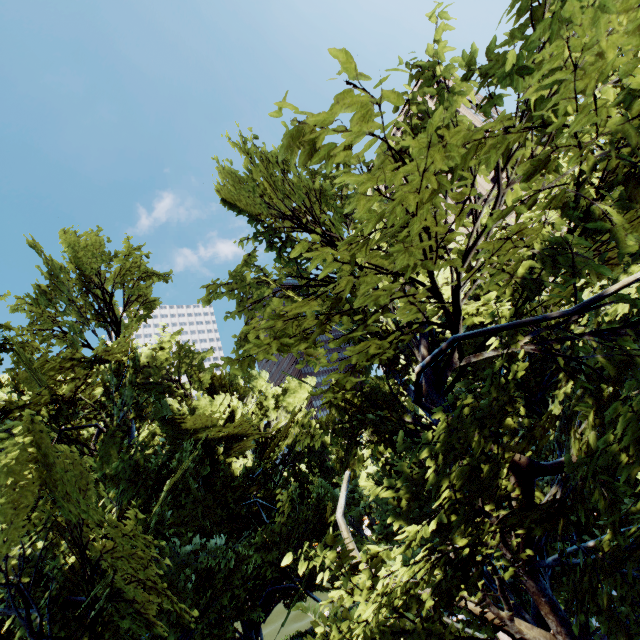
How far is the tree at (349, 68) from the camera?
2.1 meters

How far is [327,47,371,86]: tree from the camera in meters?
2.1 m

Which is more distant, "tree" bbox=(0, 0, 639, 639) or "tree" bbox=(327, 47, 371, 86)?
"tree" bbox=(0, 0, 639, 639)

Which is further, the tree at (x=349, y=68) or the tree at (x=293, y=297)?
the tree at (x=293, y=297)

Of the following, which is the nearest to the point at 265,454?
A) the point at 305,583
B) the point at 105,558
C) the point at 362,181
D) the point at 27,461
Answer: the point at 305,583
